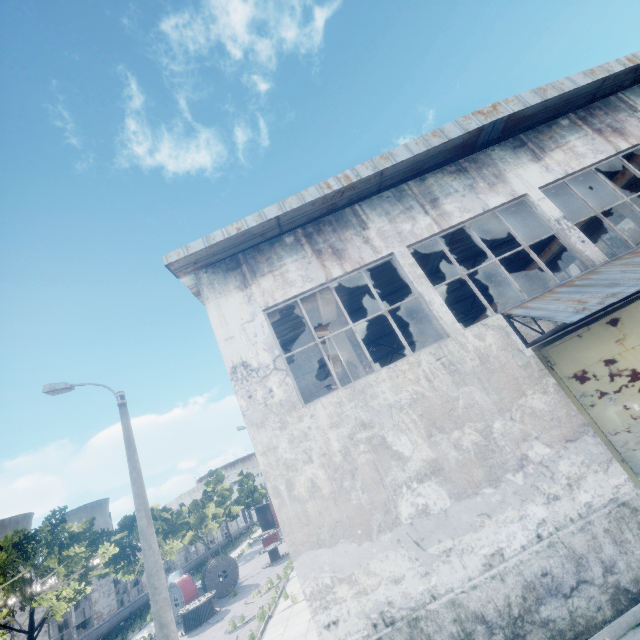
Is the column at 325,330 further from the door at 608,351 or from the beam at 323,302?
the door at 608,351

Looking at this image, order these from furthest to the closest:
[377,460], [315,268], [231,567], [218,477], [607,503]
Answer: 1. [218,477]
2. [231,567]
3. [315,268]
4. [377,460]
5. [607,503]

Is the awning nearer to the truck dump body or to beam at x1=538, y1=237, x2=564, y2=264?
beam at x1=538, y1=237, x2=564, y2=264

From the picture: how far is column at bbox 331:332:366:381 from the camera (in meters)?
10.55

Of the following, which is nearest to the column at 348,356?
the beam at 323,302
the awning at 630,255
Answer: the beam at 323,302

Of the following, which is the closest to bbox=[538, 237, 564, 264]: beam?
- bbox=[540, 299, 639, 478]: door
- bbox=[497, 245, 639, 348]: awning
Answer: bbox=[497, 245, 639, 348]: awning

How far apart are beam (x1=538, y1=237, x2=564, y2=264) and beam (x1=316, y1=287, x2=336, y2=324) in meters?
11.9 m

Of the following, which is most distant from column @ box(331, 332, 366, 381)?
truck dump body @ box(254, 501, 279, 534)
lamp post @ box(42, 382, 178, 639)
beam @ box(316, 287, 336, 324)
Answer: truck dump body @ box(254, 501, 279, 534)
